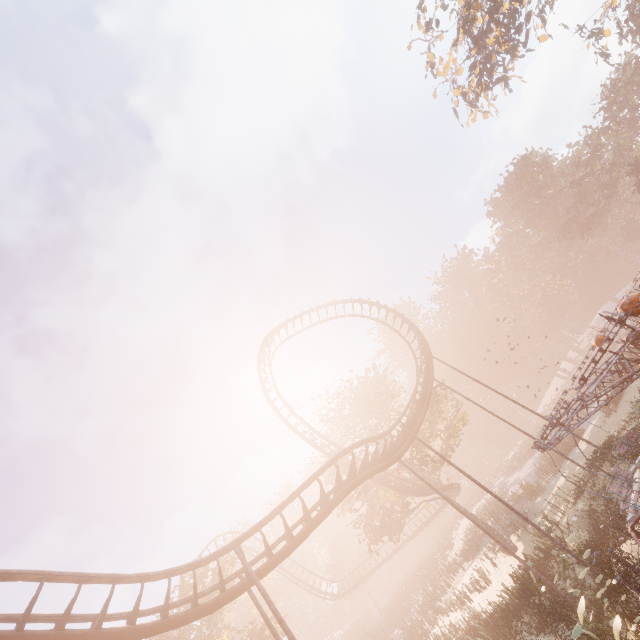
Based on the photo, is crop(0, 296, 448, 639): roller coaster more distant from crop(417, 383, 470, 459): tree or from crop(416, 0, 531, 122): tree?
crop(416, 0, 531, 122): tree

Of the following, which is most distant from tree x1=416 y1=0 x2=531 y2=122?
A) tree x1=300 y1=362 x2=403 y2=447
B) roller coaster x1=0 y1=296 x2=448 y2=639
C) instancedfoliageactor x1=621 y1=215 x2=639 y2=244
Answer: tree x1=300 y1=362 x2=403 y2=447

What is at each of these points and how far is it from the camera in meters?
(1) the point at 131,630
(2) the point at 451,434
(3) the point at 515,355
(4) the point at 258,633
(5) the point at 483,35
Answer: (1) roller coaster, 9.1 m
(2) tree, 31.0 m
(3) instancedfoliageactor, 59.5 m
(4) tree, 27.4 m
(5) tree, 27.0 m

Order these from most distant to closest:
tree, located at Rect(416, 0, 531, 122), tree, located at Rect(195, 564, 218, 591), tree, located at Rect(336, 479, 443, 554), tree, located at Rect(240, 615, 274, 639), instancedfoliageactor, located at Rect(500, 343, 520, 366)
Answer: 1. instancedfoliageactor, located at Rect(500, 343, 520, 366)
2. tree, located at Rect(336, 479, 443, 554)
3. tree, located at Rect(195, 564, 218, 591)
4. tree, located at Rect(416, 0, 531, 122)
5. tree, located at Rect(240, 615, 274, 639)

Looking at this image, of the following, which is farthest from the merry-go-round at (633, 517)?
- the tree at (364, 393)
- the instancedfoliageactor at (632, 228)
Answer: the tree at (364, 393)

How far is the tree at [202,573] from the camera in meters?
25.0

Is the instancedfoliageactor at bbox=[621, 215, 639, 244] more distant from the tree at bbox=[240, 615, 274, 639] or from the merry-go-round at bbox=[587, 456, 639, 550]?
the tree at bbox=[240, 615, 274, 639]

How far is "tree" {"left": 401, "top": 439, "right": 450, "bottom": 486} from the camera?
27.0 meters
